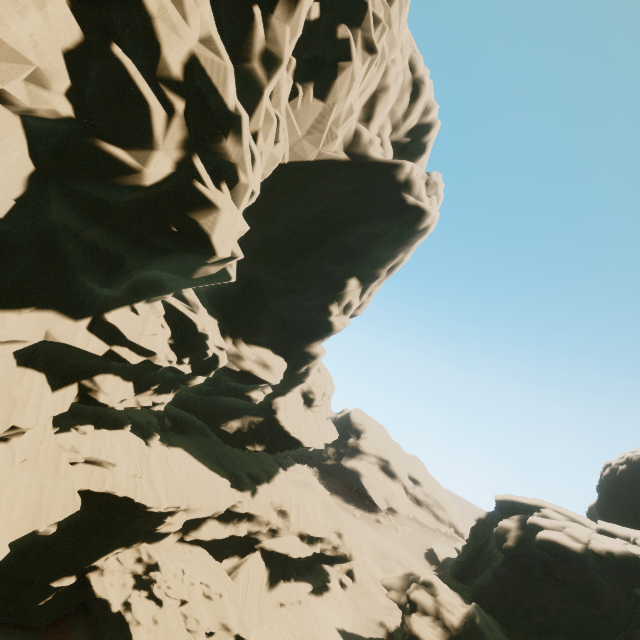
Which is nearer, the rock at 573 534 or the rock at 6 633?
the rock at 6 633

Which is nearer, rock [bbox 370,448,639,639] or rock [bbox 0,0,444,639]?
rock [bbox 0,0,444,639]

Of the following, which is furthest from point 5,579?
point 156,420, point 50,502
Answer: point 156,420

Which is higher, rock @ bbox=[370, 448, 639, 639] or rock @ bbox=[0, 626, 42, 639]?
rock @ bbox=[370, 448, 639, 639]

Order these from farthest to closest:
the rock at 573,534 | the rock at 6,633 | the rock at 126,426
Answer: the rock at 573,534, the rock at 6,633, the rock at 126,426
